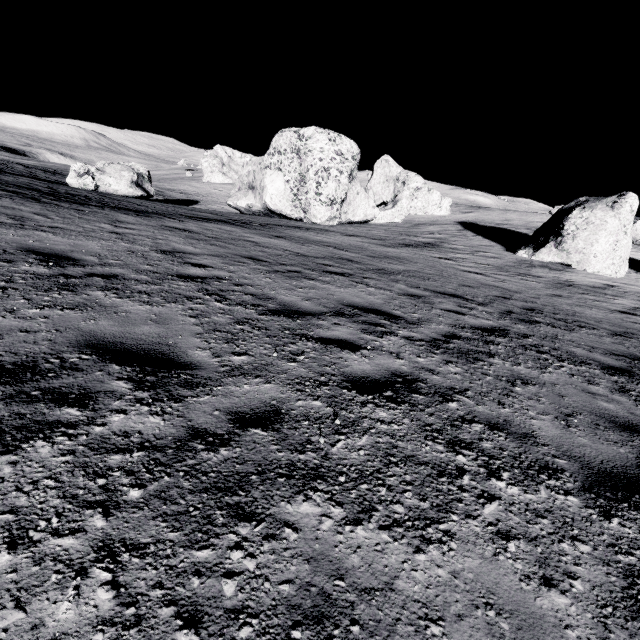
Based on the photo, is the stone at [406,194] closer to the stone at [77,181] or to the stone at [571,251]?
the stone at [77,181]

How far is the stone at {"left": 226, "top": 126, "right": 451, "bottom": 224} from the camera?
25.31m

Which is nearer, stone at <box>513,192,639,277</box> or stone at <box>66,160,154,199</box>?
stone at <box>513,192,639,277</box>

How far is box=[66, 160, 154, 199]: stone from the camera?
23.5m

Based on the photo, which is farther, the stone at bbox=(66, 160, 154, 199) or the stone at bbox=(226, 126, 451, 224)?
the stone at bbox=(226, 126, 451, 224)

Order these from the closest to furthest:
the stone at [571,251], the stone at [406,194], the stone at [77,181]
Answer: the stone at [571,251]
the stone at [77,181]
the stone at [406,194]

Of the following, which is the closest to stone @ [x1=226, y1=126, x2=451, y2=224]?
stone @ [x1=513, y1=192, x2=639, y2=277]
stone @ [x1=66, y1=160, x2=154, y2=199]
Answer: stone @ [x1=66, y1=160, x2=154, y2=199]

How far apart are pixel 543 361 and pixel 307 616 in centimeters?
546cm
